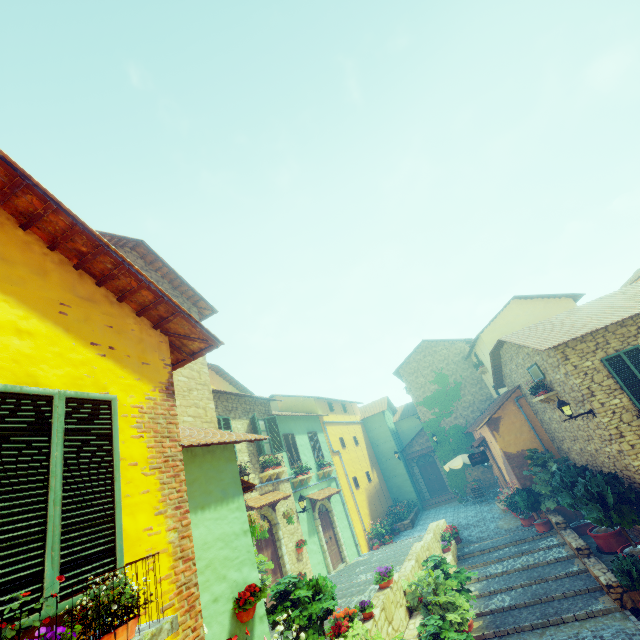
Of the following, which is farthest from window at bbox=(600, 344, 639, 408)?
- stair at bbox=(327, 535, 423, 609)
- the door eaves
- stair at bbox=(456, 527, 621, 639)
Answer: the door eaves

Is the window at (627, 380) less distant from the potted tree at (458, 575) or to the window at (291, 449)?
the potted tree at (458, 575)

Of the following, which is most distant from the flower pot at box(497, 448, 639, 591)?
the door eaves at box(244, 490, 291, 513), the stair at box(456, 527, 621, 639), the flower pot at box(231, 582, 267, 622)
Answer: the flower pot at box(231, 582, 267, 622)

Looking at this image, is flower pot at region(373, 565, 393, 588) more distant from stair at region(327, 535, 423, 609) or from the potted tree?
the potted tree

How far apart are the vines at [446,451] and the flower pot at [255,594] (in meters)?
20.42

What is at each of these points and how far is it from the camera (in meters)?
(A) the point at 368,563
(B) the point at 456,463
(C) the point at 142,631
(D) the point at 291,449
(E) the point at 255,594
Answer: (A) stair, 14.11
(B) table, 20.30
(C) window sill, 2.44
(D) window, 16.34
(E) flower pot, 5.18

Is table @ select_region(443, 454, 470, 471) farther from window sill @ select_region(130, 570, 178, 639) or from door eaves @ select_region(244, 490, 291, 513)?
window sill @ select_region(130, 570, 178, 639)

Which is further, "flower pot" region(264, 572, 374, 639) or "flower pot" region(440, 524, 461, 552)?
"flower pot" region(440, 524, 461, 552)
